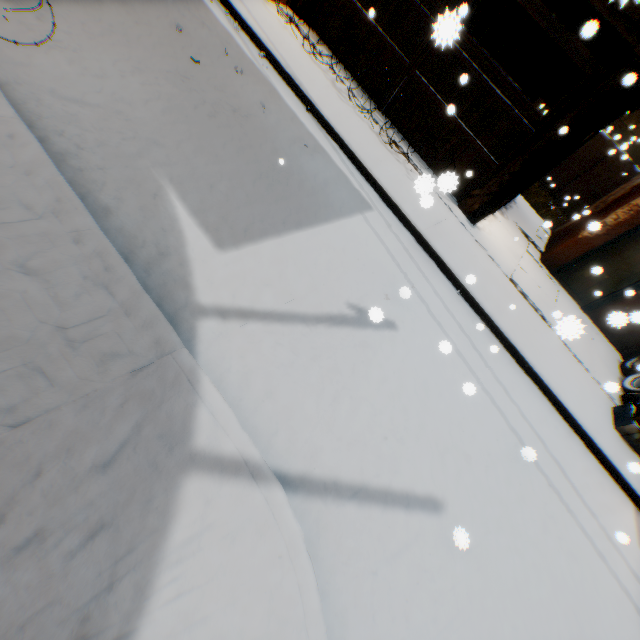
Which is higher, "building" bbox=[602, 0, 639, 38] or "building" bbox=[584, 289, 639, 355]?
"building" bbox=[602, 0, 639, 38]

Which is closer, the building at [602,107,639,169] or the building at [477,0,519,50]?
the building at [477,0,519,50]

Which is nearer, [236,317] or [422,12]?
[236,317]

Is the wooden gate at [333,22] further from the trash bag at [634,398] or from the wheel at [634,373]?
the trash bag at [634,398]

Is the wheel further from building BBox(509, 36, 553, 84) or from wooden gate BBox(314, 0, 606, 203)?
wooden gate BBox(314, 0, 606, 203)

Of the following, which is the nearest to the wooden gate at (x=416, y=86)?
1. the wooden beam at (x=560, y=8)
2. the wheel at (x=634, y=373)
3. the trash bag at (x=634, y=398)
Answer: the wooden beam at (x=560, y=8)

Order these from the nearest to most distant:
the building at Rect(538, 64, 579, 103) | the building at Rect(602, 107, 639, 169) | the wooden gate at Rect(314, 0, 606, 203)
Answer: the wooden gate at Rect(314, 0, 606, 203), the building at Rect(538, 64, 579, 103), the building at Rect(602, 107, 639, 169)
